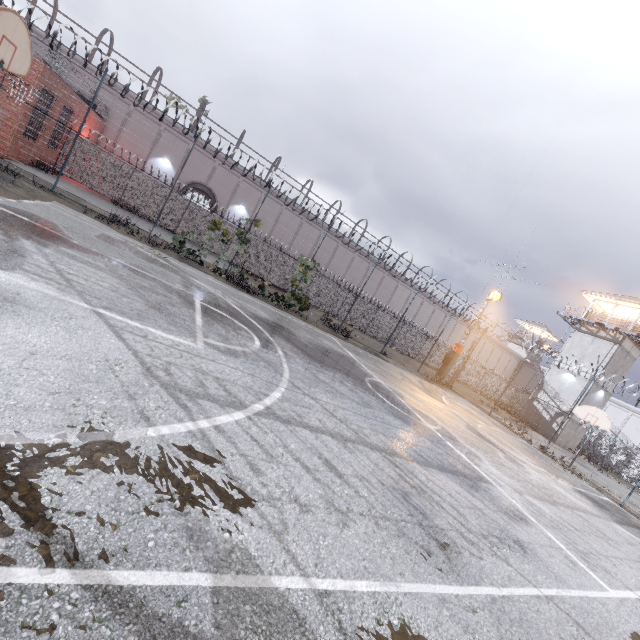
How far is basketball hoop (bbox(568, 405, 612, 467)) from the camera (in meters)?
16.53

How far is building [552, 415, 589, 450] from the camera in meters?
30.1 m

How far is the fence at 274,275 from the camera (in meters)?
22.23

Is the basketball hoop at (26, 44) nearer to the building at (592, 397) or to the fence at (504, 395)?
the fence at (504, 395)

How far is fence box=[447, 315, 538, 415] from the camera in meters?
22.9

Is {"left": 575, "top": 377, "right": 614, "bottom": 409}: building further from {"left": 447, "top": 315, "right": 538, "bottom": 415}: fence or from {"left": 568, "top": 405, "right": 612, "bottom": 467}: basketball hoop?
{"left": 568, "top": 405, "right": 612, "bottom": 467}: basketball hoop

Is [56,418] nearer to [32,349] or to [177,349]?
[32,349]

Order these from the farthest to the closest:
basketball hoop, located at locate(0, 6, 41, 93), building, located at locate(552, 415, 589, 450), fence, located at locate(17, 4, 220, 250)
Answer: building, located at locate(552, 415, 589, 450), fence, located at locate(17, 4, 220, 250), basketball hoop, located at locate(0, 6, 41, 93)
